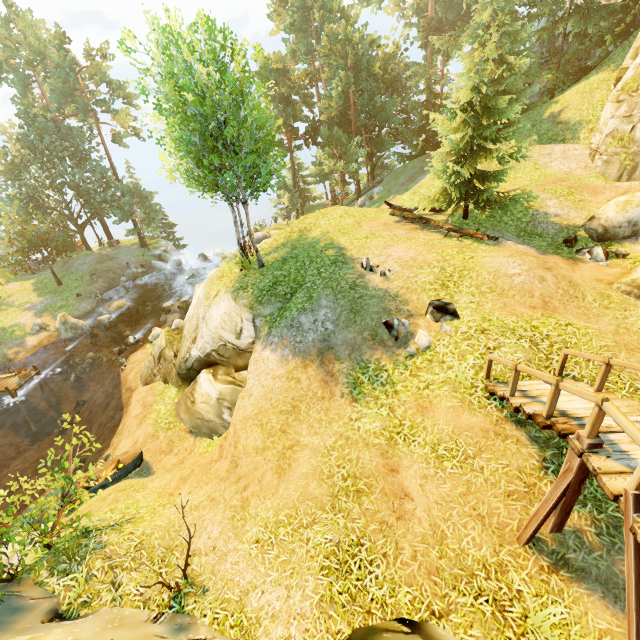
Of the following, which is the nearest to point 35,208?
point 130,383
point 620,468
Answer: point 130,383

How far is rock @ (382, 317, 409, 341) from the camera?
9.2m

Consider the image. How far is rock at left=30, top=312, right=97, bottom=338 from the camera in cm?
2489

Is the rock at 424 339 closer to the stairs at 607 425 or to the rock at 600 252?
the stairs at 607 425

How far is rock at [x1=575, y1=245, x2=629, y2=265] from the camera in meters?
11.3 m

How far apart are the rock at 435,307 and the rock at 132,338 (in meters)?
21.97

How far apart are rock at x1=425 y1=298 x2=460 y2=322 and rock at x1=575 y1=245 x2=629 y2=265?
6.28m

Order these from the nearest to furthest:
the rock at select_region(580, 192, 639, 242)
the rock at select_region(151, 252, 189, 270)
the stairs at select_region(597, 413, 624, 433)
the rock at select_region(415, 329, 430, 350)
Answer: the stairs at select_region(597, 413, 624, 433), the rock at select_region(415, 329, 430, 350), the rock at select_region(580, 192, 639, 242), the rock at select_region(151, 252, 189, 270)
